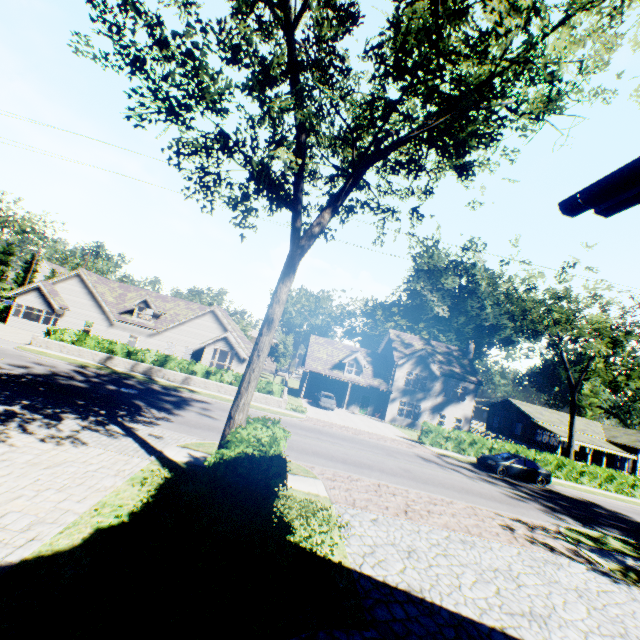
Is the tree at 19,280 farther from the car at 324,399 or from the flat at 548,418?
the car at 324,399

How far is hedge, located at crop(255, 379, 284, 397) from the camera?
26.6 meters

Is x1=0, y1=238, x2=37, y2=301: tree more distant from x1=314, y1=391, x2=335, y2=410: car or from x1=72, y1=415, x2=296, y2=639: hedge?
x1=314, y1=391, x2=335, y2=410: car

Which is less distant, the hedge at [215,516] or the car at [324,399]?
the hedge at [215,516]

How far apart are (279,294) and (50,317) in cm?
4355

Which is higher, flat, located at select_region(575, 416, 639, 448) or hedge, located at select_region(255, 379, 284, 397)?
flat, located at select_region(575, 416, 639, 448)

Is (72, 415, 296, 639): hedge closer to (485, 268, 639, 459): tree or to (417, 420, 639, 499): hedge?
(485, 268, 639, 459): tree

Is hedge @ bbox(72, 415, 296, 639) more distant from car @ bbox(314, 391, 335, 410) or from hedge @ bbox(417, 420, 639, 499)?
car @ bbox(314, 391, 335, 410)
